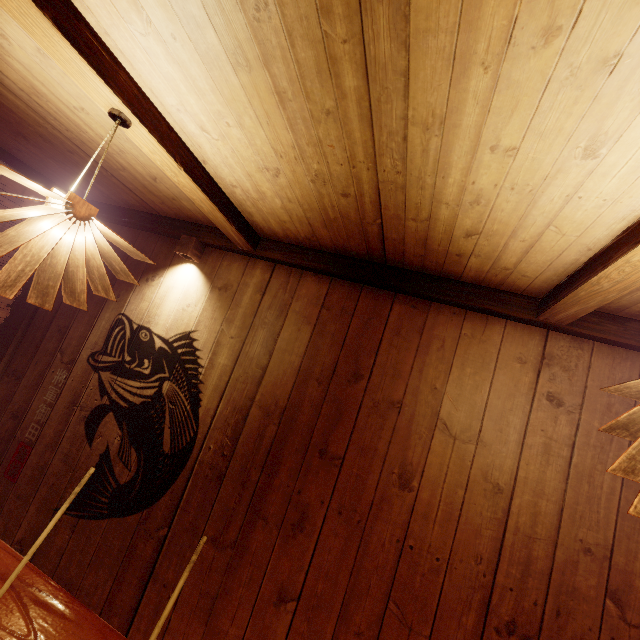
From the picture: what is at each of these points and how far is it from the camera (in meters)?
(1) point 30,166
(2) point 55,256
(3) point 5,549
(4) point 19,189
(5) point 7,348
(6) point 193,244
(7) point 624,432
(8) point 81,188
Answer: (1) building, 4.80
(2) light, 2.21
(3) table, 2.07
(4) blind, 4.73
(5) wood bar, 4.96
(6) light, 4.46
(7) light, 1.65
(8) building, 4.96

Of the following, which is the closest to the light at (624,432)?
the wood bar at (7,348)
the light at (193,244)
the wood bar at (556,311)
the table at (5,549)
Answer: the wood bar at (556,311)

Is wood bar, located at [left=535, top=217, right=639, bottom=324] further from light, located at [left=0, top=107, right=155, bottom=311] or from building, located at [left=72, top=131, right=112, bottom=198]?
light, located at [left=0, top=107, right=155, bottom=311]

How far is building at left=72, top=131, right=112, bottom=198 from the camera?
3.4 meters

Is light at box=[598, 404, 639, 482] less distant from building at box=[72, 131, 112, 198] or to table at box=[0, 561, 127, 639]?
building at box=[72, 131, 112, 198]

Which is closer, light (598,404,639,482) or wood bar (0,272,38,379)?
light (598,404,639,482)

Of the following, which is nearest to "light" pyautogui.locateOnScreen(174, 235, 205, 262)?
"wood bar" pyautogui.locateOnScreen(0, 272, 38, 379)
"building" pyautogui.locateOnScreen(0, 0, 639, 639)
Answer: "building" pyautogui.locateOnScreen(0, 0, 639, 639)

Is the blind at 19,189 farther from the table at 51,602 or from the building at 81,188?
the table at 51,602
